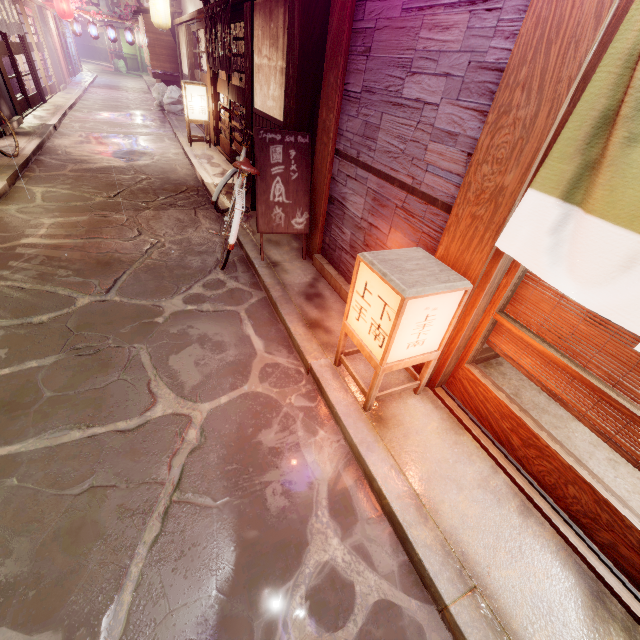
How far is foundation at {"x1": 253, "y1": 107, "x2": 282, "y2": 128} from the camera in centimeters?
901cm

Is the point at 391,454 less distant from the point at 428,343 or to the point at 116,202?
the point at 428,343

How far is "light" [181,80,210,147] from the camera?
15.3 meters

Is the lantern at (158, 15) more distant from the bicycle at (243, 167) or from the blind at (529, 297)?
the blind at (529, 297)

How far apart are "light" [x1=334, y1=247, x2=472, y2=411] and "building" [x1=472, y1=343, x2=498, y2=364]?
1.1m

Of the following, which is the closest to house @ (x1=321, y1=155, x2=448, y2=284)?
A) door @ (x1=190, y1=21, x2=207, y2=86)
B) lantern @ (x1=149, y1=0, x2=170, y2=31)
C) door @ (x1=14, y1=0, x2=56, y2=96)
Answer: door @ (x1=190, y1=21, x2=207, y2=86)

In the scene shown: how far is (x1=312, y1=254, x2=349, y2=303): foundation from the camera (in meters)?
6.84

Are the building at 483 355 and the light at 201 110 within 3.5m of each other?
no
